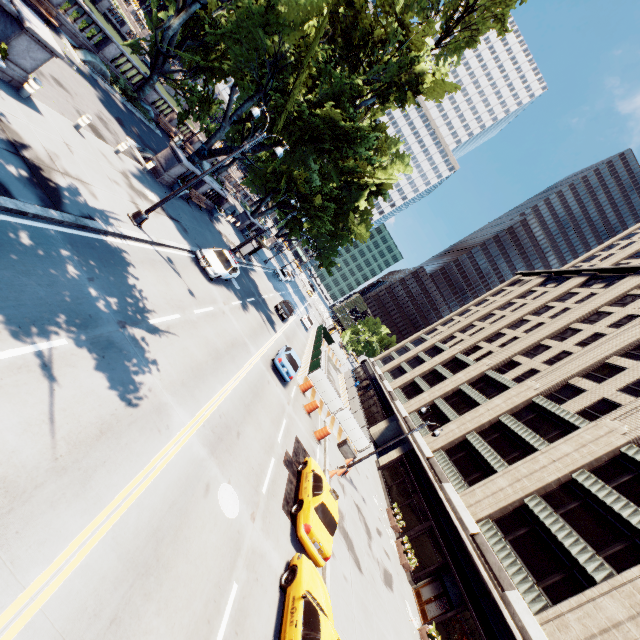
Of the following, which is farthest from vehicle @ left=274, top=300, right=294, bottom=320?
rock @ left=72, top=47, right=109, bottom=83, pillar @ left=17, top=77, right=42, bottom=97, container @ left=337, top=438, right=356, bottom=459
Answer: pillar @ left=17, top=77, right=42, bottom=97

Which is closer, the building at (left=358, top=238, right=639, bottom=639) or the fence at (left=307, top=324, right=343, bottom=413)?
the building at (left=358, top=238, right=639, bottom=639)

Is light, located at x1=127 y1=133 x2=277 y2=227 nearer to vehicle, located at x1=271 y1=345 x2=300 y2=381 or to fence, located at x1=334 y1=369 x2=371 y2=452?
vehicle, located at x1=271 y1=345 x2=300 y2=381

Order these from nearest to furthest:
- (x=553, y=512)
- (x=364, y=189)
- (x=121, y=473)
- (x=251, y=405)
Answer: (x=121, y=473) → (x=251, y=405) → (x=553, y=512) → (x=364, y=189)

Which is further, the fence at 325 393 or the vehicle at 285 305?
the vehicle at 285 305

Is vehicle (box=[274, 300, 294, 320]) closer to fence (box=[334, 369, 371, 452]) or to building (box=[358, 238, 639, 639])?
fence (box=[334, 369, 371, 452])

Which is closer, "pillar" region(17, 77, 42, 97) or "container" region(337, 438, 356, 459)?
"pillar" region(17, 77, 42, 97)

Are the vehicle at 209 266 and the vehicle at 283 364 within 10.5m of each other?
yes
